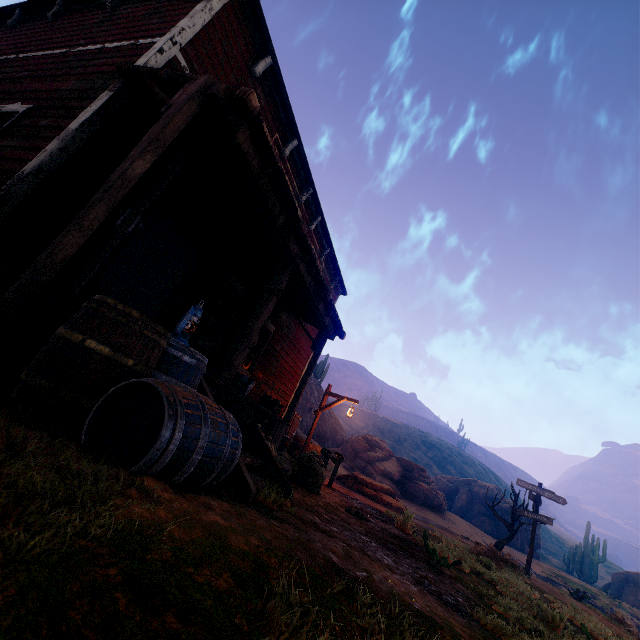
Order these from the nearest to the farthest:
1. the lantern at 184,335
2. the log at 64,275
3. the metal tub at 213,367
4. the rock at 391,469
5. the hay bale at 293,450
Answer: the lantern at 184,335, the log at 64,275, the metal tub at 213,367, the hay bale at 293,450, the rock at 391,469

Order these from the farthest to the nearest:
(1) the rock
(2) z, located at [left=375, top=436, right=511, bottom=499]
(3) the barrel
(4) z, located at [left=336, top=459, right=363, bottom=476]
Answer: (2) z, located at [left=375, top=436, right=511, bottom=499]
(1) the rock
(4) z, located at [left=336, top=459, right=363, bottom=476]
(3) the barrel

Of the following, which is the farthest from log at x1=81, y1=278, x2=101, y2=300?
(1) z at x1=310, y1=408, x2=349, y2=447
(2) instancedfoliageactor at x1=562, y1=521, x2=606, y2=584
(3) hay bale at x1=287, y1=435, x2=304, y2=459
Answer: (1) z at x1=310, y1=408, x2=349, y2=447

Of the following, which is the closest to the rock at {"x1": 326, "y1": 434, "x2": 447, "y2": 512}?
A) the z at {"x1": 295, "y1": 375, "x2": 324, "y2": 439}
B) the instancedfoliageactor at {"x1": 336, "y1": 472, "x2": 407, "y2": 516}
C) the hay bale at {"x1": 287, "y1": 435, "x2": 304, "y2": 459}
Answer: the z at {"x1": 295, "y1": 375, "x2": 324, "y2": 439}

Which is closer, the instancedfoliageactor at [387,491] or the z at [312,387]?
the instancedfoliageactor at [387,491]

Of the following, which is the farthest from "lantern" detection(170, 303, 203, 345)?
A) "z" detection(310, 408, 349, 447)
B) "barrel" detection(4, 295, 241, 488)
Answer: "z" detection(310, 408, 349, 447)

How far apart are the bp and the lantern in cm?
116

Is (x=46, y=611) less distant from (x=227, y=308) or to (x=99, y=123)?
(x=99, y=123)
